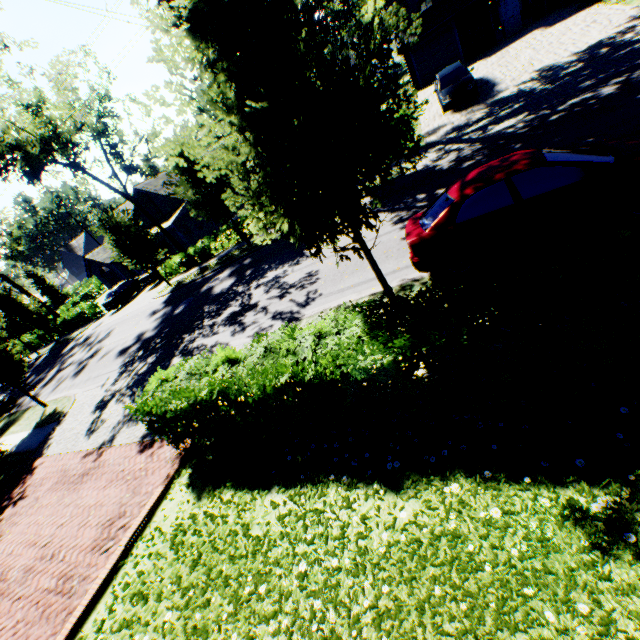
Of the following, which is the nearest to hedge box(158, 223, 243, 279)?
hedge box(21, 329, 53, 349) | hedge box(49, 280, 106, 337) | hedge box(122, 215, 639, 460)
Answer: hedge box(122, 215, 639, 460)

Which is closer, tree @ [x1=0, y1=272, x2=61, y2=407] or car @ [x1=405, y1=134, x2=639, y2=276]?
car @ [x1=405, y1=134, x2=639, y2=276]

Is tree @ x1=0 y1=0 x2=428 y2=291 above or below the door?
above

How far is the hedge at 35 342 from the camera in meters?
36.2 m

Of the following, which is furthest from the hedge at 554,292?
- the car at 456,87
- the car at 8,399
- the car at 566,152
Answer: the car at 8,399

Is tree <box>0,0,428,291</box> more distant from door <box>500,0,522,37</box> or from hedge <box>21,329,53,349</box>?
door <box>500,0,522,37</box>

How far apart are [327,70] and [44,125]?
23.3m

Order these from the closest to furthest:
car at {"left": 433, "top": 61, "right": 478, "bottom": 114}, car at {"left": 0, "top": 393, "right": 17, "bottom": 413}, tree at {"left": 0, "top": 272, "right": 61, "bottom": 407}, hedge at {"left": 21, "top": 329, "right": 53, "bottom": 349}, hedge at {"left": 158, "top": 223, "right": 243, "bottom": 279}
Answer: tree at {"left": 0, "top": 272, "right": 61, "bottom": 407} → car at {"left": 433, "top": 61, "right": 478, "bottom": 114} → car at {"left": 0, "top": 393, "right": 17, "bottom": 413} → hedge at {"left": 158, "top": 223, "right": 243, "bottom": 279} → hedge at {"left": 21, "top": 329, "right": 53, "bottom": 349}
